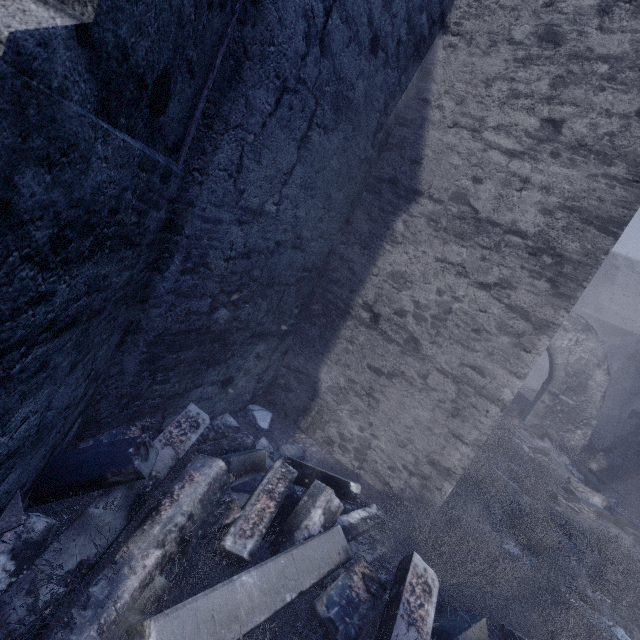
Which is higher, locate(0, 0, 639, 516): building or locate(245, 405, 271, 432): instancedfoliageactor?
locate(0, 0, 639, 516): building

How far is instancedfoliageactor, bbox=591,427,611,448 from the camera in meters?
12.4 m

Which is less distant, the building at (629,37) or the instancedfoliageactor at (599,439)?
the building at (629,37)

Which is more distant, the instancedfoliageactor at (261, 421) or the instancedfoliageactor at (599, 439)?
the instancedfoliageactor at (599, 439)

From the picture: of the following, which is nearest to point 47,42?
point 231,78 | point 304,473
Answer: point 231,78

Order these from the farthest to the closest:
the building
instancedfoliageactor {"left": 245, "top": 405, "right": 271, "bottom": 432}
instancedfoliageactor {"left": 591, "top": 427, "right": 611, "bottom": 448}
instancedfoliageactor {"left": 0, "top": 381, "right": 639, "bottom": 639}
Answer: instancedfoliageactor {"left": 591, "top": 427, "right": 611, "bottom": 448} → instancedfoliageactor {"left": 245, "top": 405, "right": 271, "bottom": 432} → instancedfoliageactor {"left": 0, "top": 381, "right": 639, "bottom": 639} → the building

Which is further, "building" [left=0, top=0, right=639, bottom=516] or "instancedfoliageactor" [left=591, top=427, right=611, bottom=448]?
"instancedfoliageactor" [left=591, top=427, right=611, bottom=448]
